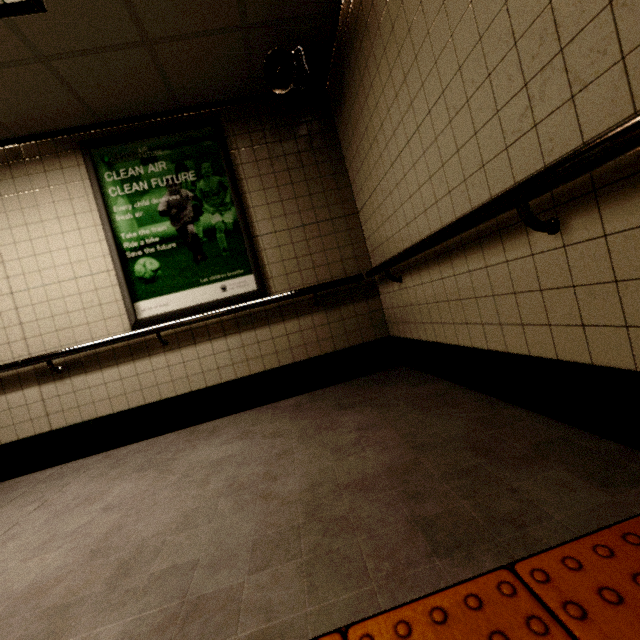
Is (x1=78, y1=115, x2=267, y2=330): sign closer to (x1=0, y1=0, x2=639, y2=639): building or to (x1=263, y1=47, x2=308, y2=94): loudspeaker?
(x1=0, y1=0, x2=639, y2=639): building

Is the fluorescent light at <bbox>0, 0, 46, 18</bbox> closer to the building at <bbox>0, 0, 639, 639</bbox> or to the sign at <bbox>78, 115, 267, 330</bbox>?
the building at <bbox>0, 0, 639, 639</bbox>

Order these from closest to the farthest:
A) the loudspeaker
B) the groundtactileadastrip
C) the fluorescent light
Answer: the groundtactileadastrip → the fluorescent light → the loudspeaker

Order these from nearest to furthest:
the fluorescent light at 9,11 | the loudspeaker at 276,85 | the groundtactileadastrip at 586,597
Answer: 1. the groundtactileadastrip at 586,597
2. the fluorescent light at 9,11
3. the loudspeaker at 276,85

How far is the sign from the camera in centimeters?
297cm

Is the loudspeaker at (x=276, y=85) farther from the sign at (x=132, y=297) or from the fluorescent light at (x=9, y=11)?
the fluorescent light at (x=9, y=11)

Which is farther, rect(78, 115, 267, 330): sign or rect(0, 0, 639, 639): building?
rect(78, 115, 267, 330): sign

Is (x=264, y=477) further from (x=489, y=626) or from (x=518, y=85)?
(x=518, y=85)
